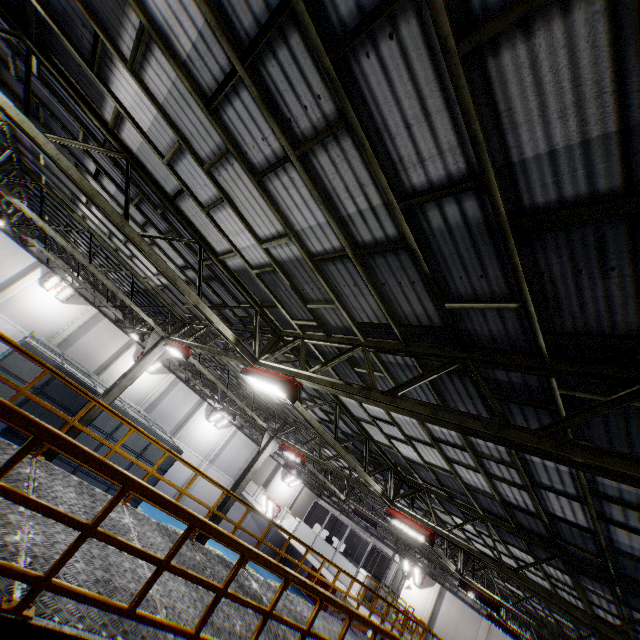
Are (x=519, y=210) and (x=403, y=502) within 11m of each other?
no

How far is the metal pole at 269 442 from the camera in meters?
15.7

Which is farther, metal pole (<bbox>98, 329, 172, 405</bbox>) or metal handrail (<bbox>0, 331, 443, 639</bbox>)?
metal pole (<bbox>98, 329, 172, 405</bbox>)

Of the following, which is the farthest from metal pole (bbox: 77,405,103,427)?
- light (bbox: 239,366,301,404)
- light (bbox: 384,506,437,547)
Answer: light (bbox: 384,506,437,547)

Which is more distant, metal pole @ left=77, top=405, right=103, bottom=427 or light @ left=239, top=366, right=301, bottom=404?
metal pole @ left=77, top=405, right=103, bottom=427

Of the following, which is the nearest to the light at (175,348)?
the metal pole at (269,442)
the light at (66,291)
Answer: the metal pole at (269,442)

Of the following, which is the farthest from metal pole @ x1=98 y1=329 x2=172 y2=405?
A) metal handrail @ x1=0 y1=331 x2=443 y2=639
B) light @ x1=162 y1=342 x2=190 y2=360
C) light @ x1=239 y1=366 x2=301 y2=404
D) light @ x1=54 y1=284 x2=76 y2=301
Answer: light @ x1=54 y1=284 x2=76 y2=301

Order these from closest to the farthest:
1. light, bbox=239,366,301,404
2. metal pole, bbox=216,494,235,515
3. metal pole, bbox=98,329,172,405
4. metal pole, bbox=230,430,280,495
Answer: light, bbox=239,366,301,404 < metal pole, bbox=98,329,172,405 < metal pole, bbox=216,494,235,515 < metal pole, bbox=230,430,280,495
